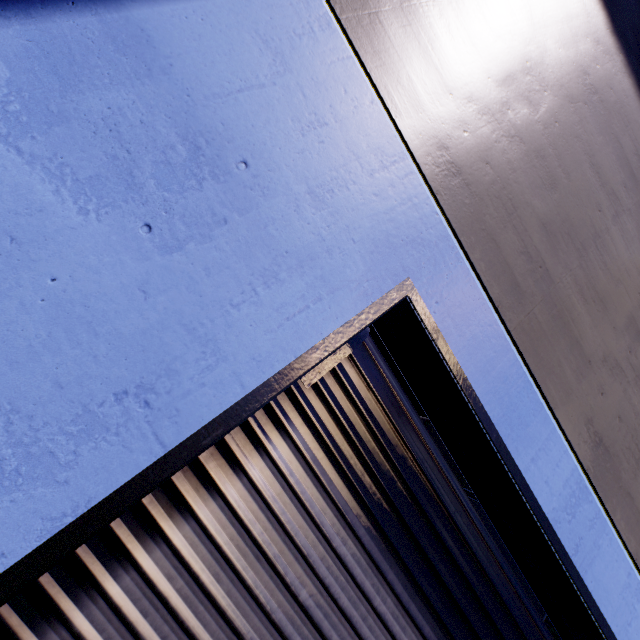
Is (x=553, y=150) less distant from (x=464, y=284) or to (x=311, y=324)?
(x=464, y=284)

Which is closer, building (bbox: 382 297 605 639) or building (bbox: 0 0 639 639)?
building (bbox: 0 0 639 639)

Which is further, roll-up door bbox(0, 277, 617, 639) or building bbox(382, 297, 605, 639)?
building bbox(382, 297, 605, 639)

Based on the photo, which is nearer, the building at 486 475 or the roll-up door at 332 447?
the roll-up door at 332 447

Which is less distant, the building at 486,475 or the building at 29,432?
the building at 29,432

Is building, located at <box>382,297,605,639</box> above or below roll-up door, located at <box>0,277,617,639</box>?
above
